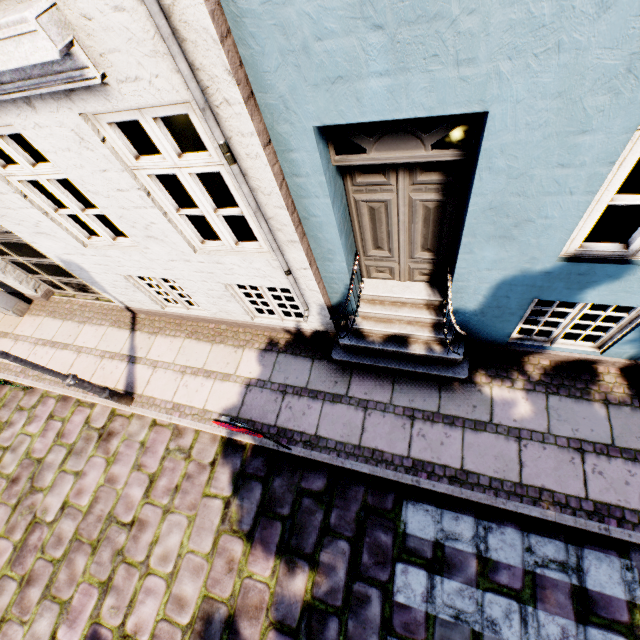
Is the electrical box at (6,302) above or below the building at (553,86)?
below

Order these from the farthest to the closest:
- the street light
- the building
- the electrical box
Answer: the electrical box, the street light, the building

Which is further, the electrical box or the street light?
the electrical box

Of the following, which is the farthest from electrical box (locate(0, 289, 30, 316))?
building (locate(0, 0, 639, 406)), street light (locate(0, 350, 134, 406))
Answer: street light (locate(0, 350, 134, 406))

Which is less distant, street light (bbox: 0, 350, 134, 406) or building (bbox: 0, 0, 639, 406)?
building (bbox: 0, 0, 639, 406)

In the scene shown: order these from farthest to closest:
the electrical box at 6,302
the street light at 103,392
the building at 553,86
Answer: the electrical box at 6,302
the street light at 103,392
the building at 553,86

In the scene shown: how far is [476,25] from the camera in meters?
1.7
